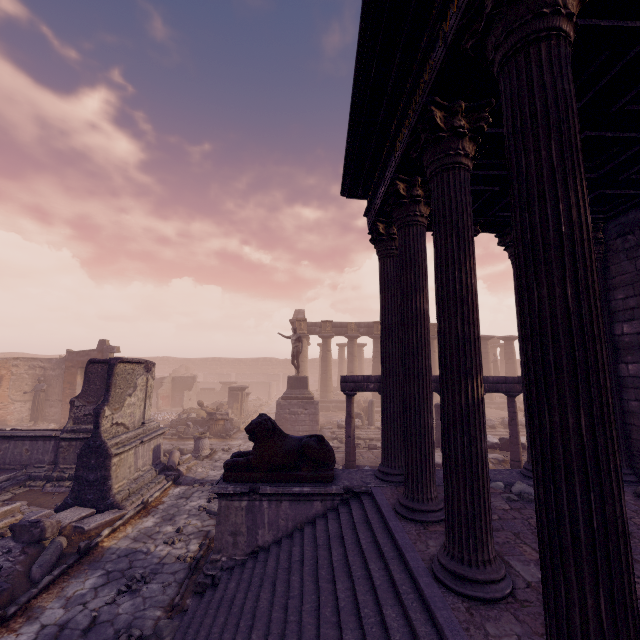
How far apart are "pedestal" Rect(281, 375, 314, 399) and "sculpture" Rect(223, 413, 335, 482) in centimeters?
1112cm

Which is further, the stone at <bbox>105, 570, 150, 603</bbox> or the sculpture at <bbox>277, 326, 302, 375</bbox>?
the sculpture at <bbox>277, 326, 302, 375</bbox>

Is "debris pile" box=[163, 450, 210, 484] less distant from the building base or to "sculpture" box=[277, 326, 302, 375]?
"sculpture" box=[277, 326, 302, 375]

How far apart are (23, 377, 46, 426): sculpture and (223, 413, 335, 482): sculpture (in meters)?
19.57

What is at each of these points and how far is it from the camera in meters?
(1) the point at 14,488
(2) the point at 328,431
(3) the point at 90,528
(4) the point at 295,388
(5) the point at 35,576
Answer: (1) pool, 9.5
(2) building debris, 17.7
(3) debris pile, 7.1
(4) pedestal, 17.9
(5) column piece, 5.7

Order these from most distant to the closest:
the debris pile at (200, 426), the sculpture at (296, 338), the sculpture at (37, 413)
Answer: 1. the sculpture at (37, 413)
2. the sculpture at (296, 338)
3. the debris pile at (200, 426)

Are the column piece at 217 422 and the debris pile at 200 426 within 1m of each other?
yes

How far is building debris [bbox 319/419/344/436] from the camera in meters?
17.4
